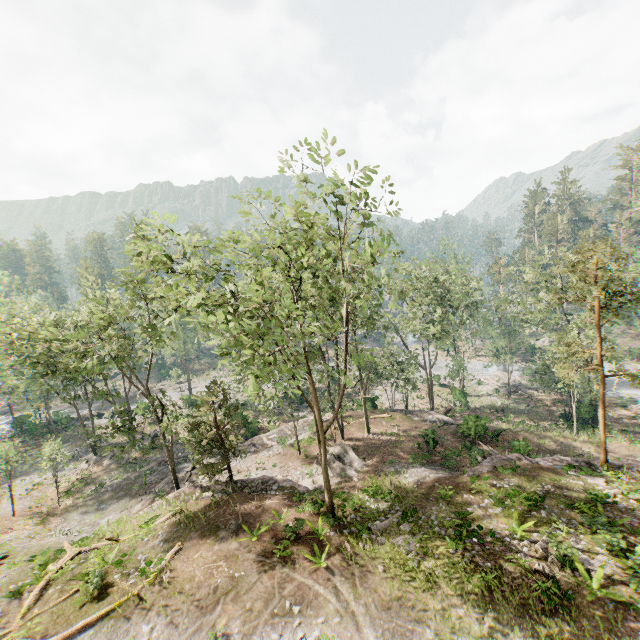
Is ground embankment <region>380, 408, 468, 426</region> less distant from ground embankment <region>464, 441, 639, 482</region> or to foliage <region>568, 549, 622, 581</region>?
foliage <region>568, 549, 622, 581</region>

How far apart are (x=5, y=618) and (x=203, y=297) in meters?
17.3

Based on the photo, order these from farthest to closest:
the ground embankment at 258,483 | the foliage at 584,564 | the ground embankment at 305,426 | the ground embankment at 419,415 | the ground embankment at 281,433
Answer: the ground embankment at 305,426, the ground embankment at 419,415, the ground embankment at 281,433, the ground embankment at 258,483, the foliage at 584,564

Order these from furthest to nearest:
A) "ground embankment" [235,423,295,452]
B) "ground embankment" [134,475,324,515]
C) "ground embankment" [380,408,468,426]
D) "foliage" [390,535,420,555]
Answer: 1. "ground embankment" [380,408,468,426]
2. "ground embankment" [235,423,295,452]
3. "ground embankment" [134,475,324,515]
4. "foliage" [390,535,420,555]

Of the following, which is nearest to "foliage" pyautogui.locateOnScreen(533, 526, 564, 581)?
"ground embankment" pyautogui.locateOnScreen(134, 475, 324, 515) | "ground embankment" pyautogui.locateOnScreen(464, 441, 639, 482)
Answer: "ground embankment" pyautogui.locateOnScreen(134, 475, 324, 515)

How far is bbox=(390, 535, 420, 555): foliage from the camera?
15.6m

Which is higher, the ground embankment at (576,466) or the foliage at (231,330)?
the foliage at (231,330)
